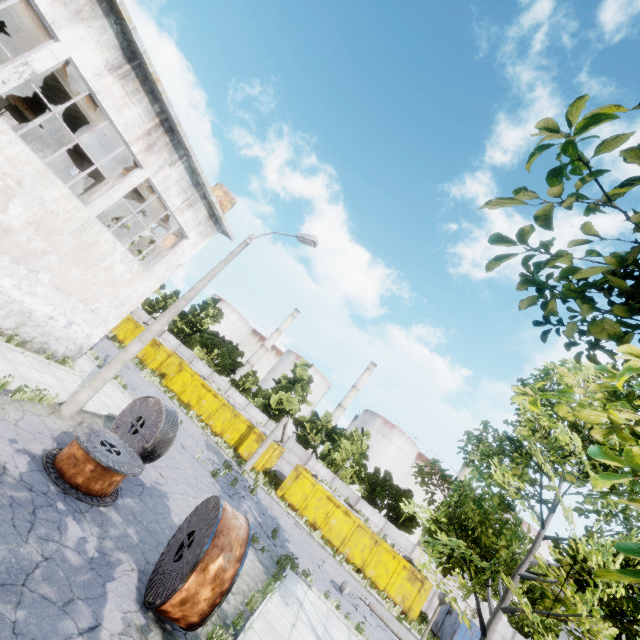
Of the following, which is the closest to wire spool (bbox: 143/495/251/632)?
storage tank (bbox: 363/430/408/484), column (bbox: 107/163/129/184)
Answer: column (bbox: 107/163/129/184)

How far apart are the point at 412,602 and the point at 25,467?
23.6 meters

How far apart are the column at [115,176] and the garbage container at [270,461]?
17.0m

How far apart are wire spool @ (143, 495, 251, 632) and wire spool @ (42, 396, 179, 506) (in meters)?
1.74

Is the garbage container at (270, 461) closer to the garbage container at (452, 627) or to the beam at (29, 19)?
the beam at (29, 19)

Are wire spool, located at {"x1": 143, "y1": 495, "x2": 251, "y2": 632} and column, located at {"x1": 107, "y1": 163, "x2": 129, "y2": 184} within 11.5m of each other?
no

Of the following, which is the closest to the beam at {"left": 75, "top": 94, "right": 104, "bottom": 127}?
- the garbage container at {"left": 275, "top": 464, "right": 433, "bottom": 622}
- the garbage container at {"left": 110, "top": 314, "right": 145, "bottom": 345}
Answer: the garbage container at {"left": 110, "top": 314, "right": 145, "bottom": 345}

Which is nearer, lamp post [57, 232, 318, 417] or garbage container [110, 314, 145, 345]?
lamp post [57, 232, 318, 417]
